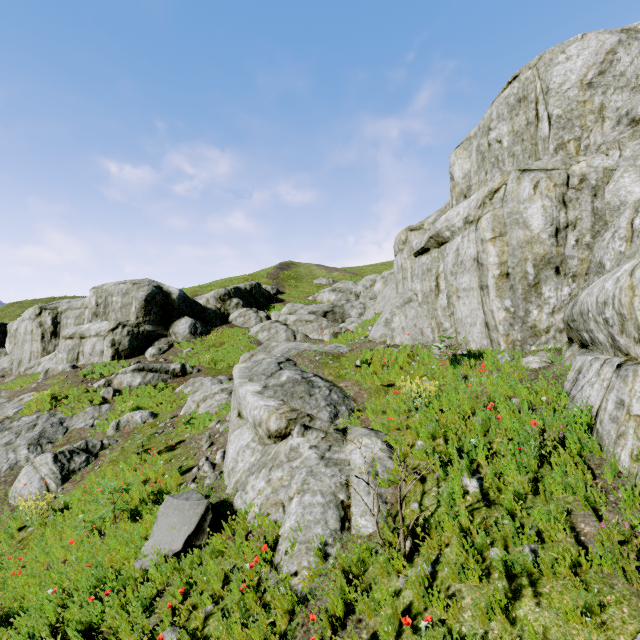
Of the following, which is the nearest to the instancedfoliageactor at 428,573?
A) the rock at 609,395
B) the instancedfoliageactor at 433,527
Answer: the rock at 609,395

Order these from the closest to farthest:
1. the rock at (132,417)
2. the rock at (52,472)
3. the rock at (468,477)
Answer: the rock at (468,477) < the rock at (52,472) < the rock at (132,417)

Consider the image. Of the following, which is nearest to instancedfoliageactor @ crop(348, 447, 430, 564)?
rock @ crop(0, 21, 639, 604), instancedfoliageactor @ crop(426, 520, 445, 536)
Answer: rock @ crop(0, 21, 639, 604)

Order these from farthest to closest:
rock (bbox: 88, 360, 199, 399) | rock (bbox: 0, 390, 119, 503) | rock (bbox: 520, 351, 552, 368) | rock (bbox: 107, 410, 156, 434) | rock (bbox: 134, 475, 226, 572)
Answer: rock (bbox: 88, 360, 199, 399) → rock (bbox: 107, 410, 156, 434) → rock (bbox: 0, 390, 119, 503) → rock (bbox: 520, 351, 552, 368) → rock (bbox: 134, 475, 226, 572)

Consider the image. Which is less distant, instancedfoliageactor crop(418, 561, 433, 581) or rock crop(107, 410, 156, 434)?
instancedfoliageactor crop(418, 561, 433, 581)

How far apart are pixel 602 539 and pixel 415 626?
2.13m
